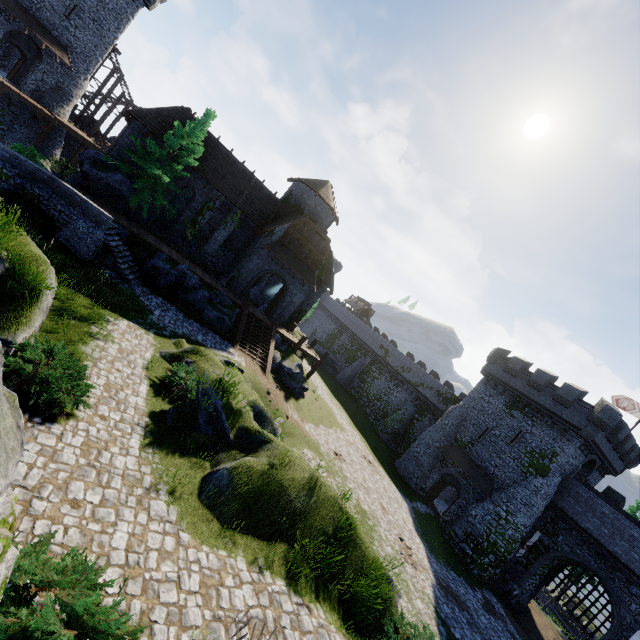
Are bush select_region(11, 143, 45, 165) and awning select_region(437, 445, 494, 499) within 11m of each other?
no

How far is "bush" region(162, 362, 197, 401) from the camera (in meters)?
11.72

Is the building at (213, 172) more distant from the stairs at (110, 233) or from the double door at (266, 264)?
the stairs at (110, 233)

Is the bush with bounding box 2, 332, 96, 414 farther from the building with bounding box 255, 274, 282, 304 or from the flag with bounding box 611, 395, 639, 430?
the flag with bounding box 611, 395, 639, 430

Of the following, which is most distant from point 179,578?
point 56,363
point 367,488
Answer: point 367,488

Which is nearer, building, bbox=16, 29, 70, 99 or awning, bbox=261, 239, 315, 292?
awning, bbox=261, 239, 315, 292

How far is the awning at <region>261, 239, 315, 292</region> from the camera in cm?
2665

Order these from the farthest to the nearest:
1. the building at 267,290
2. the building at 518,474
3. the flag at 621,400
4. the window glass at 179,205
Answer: the building at 267,290 → the flag at 621,400 → the window glass at 179,205 → the building at 518,474
